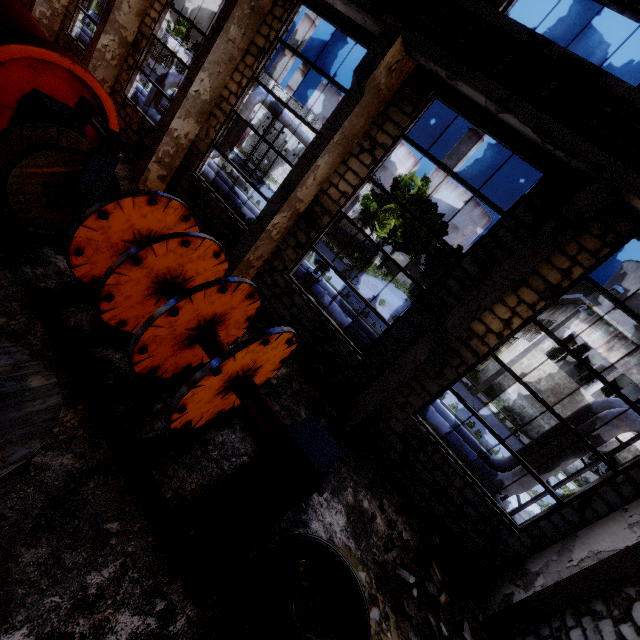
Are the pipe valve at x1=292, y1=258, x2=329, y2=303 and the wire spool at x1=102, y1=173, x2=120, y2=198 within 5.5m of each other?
no

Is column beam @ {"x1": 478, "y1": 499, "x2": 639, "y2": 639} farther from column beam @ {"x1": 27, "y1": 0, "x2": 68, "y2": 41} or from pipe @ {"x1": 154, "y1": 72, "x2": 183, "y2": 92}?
column beam @ {"x1": 27, "y1": 0, "x2": 68, "y2": 41}

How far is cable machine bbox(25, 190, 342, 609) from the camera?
3.51m

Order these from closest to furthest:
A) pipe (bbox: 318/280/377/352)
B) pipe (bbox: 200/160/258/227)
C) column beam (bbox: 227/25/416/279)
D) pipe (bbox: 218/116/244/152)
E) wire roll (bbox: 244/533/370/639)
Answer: wire roll (bbox: 244/533/370/639) < column beam (bbox: 227/25/416/279) < pipe (bbox: 318/280/377/352) < pipe (bbox: 200/160/258/227) < pipe (bbox: 218/116/244/152)

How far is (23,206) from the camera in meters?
5.0 m

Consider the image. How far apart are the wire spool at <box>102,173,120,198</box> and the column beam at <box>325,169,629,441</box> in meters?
5.9

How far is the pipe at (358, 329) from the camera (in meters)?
10.77

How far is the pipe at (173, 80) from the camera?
14.5m
